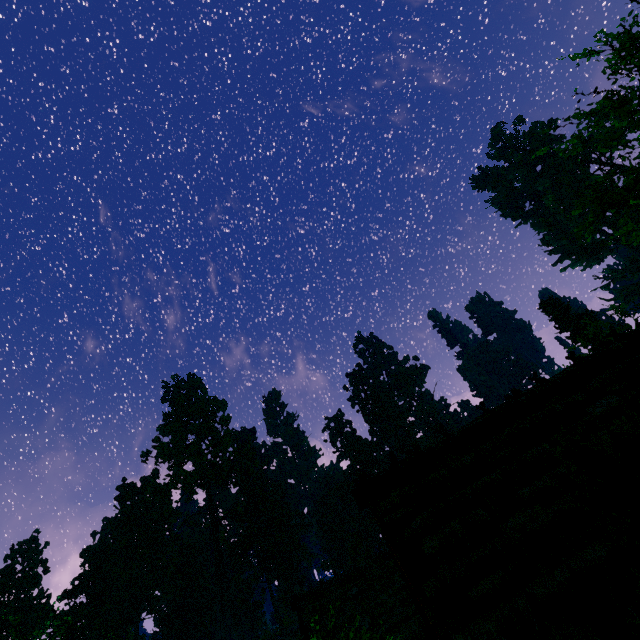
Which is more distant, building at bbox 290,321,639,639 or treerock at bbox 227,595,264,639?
treerock at bbox 227,595,264,639

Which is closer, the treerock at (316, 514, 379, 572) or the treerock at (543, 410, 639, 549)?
the treerock at (543, 410, 639, 549)

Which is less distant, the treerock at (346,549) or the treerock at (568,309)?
the treerock at (568,309)

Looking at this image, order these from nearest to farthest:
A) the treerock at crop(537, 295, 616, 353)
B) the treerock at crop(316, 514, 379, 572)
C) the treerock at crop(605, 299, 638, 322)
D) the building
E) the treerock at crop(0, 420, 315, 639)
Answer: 1. the building
2. the treerock at crop(605, 299, 638, 322)
3. the treerock at crop(537, 295, 616, 353)
4. the treerock at crop(316, 514, 379, 572)
5. the treerock at crop(0, 420, 315, 639)

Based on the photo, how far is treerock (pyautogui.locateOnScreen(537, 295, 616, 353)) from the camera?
29.2m

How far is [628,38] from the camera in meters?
10.8

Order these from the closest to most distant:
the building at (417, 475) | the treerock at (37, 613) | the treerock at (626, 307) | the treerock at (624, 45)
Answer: the building at (417, 475) → the treerock at (624, 45) → the treerock at (626, 307) → the treerock at (37, 613)
